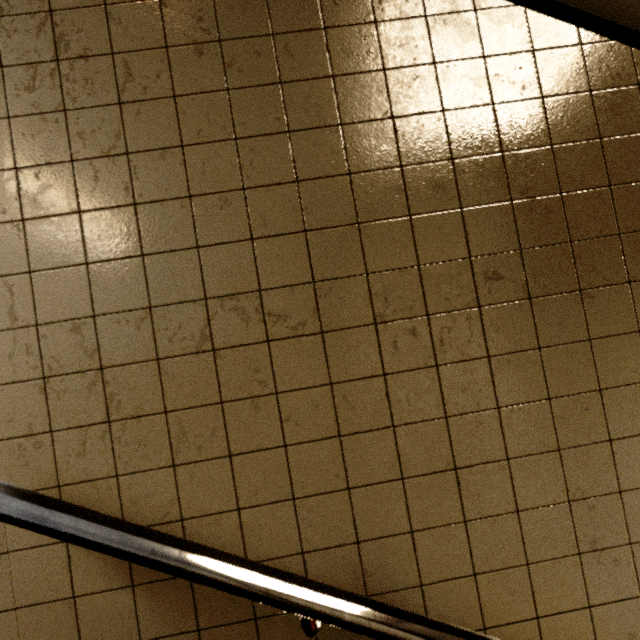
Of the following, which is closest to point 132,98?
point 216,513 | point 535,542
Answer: point 216,513
